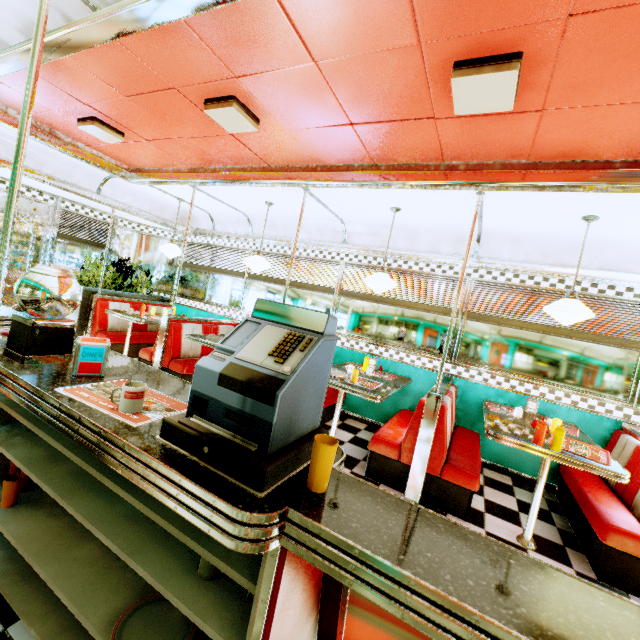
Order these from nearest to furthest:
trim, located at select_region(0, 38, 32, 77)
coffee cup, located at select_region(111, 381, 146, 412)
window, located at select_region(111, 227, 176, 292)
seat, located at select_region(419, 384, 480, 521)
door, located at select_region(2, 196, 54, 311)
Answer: coffee cup, located at select_region(111, 381, 146, 412) → trim, located at select_region(0, 38, 32, 77) → seat, located at select_region(419, 384, 480, 521) → door, located at select_region(2, 196, 54, 311) → window, located at select_region(111, 227, 176, 292)

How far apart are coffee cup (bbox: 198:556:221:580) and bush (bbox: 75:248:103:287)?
6.41m

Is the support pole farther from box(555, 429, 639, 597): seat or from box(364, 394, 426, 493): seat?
box(555, 429, 639, 597): seat

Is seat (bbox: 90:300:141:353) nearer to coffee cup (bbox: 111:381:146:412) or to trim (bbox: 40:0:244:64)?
trim (bbox: 40:0:244:64)

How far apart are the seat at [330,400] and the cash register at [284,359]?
2.5 meters

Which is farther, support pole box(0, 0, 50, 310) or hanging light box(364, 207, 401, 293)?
hanging light box(364, 207, 401, 293)

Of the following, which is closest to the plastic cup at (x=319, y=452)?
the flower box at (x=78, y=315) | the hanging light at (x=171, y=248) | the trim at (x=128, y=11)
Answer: the trim at (x=128, y=11)

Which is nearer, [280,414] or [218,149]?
[280,414]
